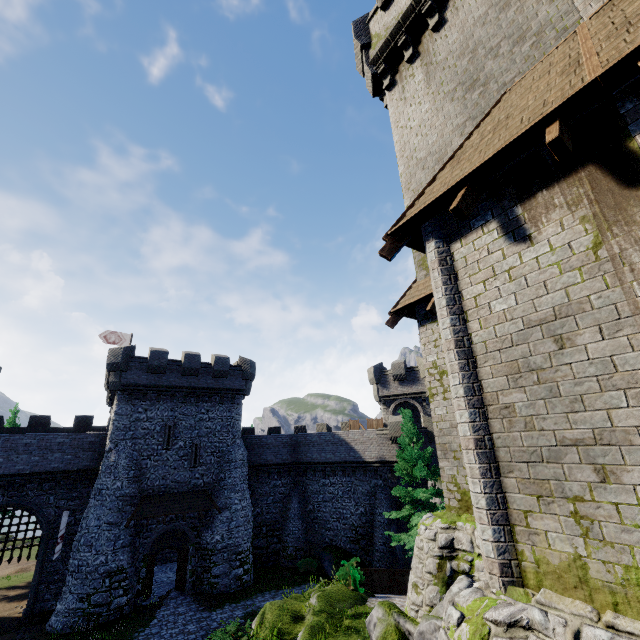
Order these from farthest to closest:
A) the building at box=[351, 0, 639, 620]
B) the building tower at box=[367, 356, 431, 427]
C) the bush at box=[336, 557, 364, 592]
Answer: the building tower at box=[367, 356, 431, 427]
the bush at box=[336, 557, 364, 592]
the building at box=[351, 0, 639, 620]

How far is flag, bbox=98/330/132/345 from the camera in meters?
32.2 m

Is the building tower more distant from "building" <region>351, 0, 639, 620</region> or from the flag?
the flag

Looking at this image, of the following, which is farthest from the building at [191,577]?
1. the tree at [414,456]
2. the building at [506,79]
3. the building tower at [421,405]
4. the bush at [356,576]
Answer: the building at [506,79]

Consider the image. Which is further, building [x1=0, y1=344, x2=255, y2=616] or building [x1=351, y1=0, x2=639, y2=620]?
building [x1=0, y1=344, x2=255, y2=616]

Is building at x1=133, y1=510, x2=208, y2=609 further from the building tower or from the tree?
the tree

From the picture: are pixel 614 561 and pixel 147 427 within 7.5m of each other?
no

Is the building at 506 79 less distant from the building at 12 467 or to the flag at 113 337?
the building at 12 467
